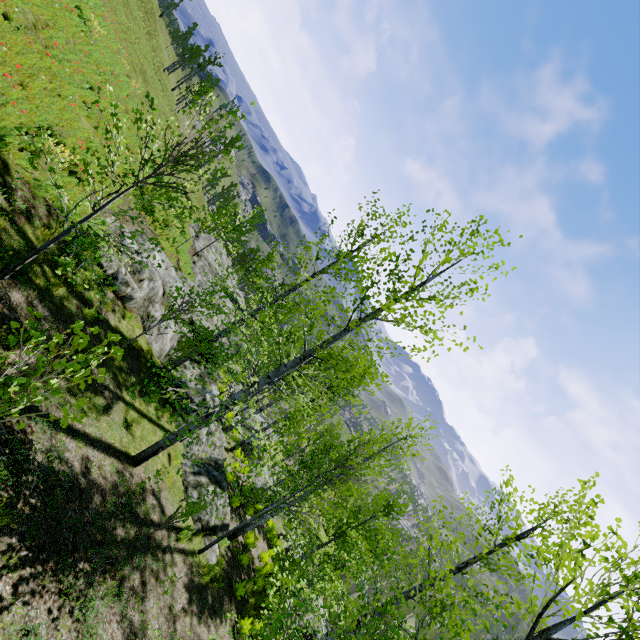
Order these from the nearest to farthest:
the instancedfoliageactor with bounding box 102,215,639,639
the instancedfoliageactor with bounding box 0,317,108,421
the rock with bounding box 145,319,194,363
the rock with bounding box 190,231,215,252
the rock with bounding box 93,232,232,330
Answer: the instancedfoliageactor with bounding box 0,317,108,421
the instancedfoliageactor with bounding box 102,215,639,639
the rock with bounding box 93,232,232,330
the rock with bounding box 145,319,194,363
the rock with bounding box 190,231,215,252

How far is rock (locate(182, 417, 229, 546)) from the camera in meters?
11.0

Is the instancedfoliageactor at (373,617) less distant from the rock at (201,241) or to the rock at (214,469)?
the rock at (201,241)

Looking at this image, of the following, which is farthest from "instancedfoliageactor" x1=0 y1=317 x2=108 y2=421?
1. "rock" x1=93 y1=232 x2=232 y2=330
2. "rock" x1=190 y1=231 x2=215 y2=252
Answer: "rock" x1=93 y1=232 x2=232 y2=330

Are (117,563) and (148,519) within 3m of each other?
yes

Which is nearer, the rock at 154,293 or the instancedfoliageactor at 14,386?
the instancedfoliageactor at 14,386
